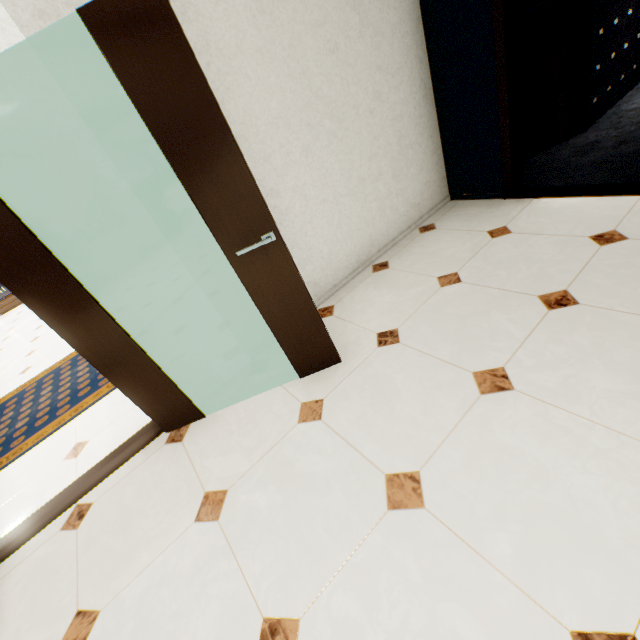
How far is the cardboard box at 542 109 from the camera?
3.4m

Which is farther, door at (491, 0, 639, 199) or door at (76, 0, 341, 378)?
door at (491, 0, 639, 199)

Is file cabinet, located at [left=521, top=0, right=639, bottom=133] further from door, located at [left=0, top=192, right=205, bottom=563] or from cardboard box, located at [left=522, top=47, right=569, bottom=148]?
door, located at [left=0, top=192, right=205, bottom=563]

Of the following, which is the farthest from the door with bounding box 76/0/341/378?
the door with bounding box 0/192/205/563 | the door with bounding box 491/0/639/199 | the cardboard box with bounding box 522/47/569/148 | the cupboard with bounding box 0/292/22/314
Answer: the cupboard with bounding box 0/292/22/314

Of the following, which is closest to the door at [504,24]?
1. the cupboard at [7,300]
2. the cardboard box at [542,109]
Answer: the cardboard box at [542,109]

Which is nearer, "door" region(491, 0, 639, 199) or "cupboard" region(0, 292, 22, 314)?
"door" region(491, 0, 639, 199)

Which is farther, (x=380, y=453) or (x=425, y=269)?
(x=425, y=269)

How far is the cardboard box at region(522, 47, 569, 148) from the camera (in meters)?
3.44
